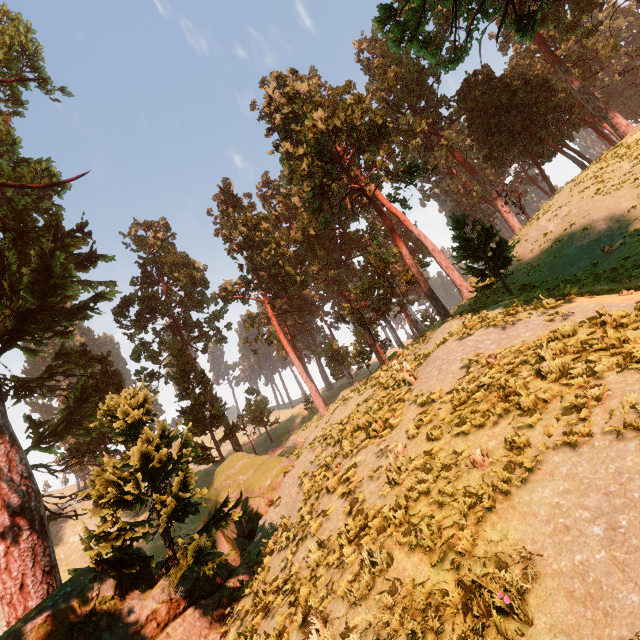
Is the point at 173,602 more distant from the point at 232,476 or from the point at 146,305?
the point at 146,305
